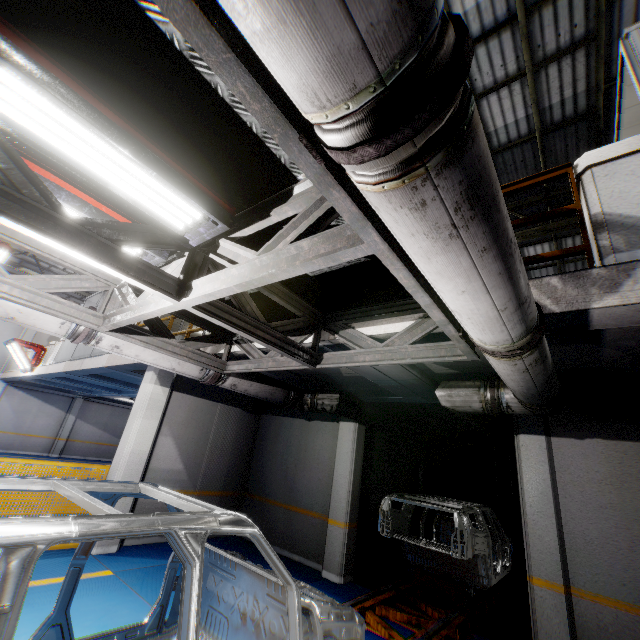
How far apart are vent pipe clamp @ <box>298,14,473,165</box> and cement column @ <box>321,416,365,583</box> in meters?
7.4

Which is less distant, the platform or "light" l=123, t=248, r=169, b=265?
"light" l=123, t=248, r=169, b=265

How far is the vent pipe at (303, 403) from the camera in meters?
7.1 m

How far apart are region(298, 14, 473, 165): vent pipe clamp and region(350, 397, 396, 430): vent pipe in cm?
647

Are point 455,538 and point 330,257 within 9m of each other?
yes

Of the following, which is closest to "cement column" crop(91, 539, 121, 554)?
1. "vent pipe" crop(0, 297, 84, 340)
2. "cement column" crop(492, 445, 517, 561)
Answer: "vent pipe" crop(0, 297, 84, 340)

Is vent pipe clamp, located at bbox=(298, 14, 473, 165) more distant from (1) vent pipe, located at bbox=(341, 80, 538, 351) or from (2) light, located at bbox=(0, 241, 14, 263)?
(2) light, located at bbox=(0, 241, 14, 263)
